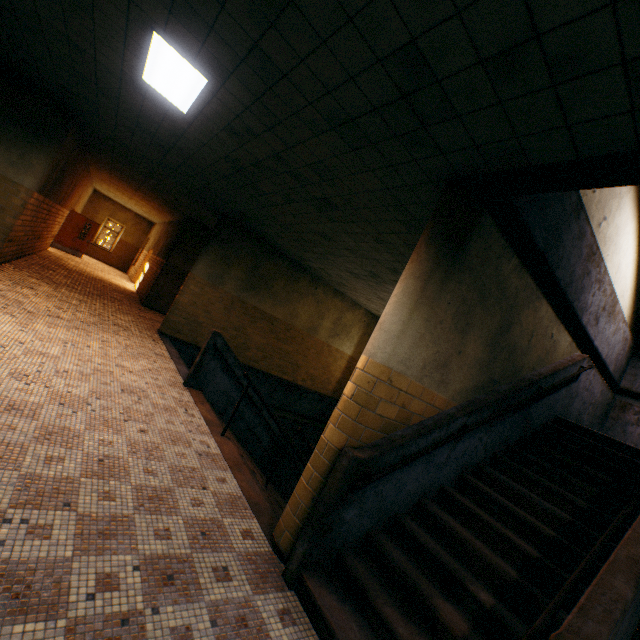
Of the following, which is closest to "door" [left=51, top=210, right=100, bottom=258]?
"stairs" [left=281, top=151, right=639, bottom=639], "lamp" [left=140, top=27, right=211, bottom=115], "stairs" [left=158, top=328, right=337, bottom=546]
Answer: "stairs" [left=158, top=328, right=337, bottom=546]

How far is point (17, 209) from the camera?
7.12m

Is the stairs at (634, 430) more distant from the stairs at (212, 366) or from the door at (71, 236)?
the door at (71, 236)

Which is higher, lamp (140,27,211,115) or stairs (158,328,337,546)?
lamp (140,27,211,115)

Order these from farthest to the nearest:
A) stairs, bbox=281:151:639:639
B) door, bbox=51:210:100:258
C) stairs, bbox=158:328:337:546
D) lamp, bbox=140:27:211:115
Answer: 1. door, bbox=51:210:100:258
2. stairs, bbox=158:328:337:546
3. lamp, bbox=140:27:211:115
4. stairs, bbox=281:151:639:639

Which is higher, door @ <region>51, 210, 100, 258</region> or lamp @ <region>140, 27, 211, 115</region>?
lamp @ <region>140, 27, 211, 115</region>

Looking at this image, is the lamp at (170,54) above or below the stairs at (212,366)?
above

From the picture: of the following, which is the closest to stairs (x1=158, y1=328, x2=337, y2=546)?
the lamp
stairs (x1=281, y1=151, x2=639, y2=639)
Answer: stairs (x1=281, y1=151, x2=639, y2=639)
